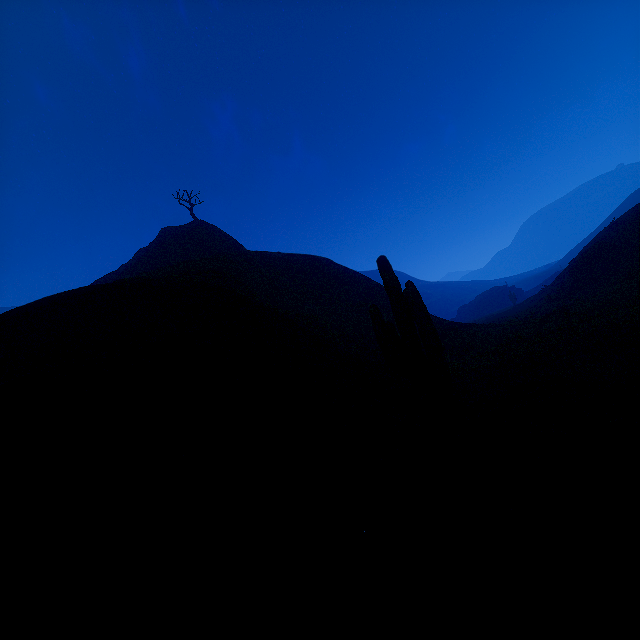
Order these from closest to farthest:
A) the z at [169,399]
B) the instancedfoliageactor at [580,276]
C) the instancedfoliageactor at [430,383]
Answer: the z at [169,399] → the instancedfoliageactor at [430,383] → the instancedfoliageactor at [580,276]

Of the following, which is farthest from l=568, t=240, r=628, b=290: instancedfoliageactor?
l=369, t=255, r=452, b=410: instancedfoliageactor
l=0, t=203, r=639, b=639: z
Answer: l=369, t=255, r=452, b=410: instancedfoliageactor

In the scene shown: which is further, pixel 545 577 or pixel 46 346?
pixel 46 346

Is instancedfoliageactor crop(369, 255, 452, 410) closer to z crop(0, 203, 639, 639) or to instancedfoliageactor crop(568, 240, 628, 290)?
z crop(0, 203, 639, 639)

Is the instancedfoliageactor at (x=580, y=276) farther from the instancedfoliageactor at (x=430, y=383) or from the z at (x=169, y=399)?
the instancedfoliageactor at (x=430, y=383)

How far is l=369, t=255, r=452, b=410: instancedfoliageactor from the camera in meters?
A: 7.5
